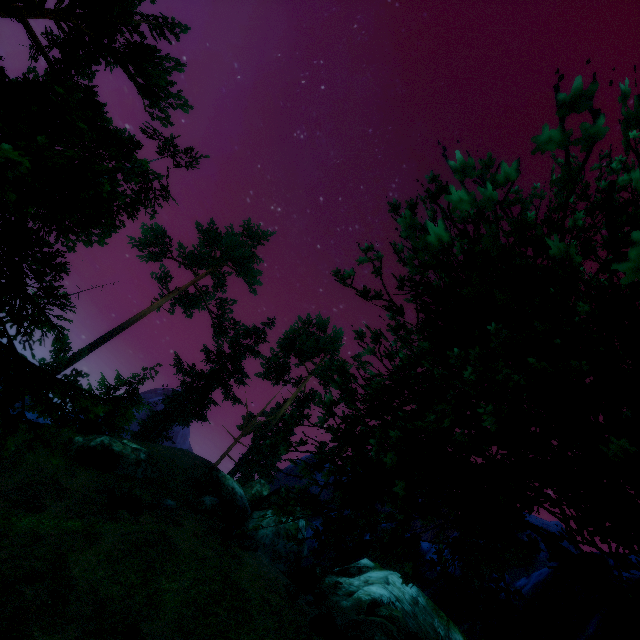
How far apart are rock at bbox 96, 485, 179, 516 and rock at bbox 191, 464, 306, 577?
8.36m

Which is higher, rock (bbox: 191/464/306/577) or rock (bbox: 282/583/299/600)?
rock (bbox: 191/464/306/577)

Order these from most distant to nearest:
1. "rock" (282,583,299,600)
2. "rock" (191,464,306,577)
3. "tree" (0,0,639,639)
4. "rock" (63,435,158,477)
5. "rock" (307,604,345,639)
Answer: "rock" (63,435,158,477) < "rock" (191,464,306,577) < "rock" (282,583,299,600) < "rock" (307,604,345,639) < "tree" (0,0,639,639)

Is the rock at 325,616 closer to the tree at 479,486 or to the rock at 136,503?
the tree at 479,486

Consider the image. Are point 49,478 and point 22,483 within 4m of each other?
yes

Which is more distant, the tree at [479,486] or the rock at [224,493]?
the rock at [224,493]

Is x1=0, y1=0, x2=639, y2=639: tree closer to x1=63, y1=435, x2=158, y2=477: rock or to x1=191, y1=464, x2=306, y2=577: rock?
x1=191, y1=464, x2=306, y2=577: rock

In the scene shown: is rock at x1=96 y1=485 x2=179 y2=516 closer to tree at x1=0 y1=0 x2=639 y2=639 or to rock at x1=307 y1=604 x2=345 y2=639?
rock at x1=307 y1=604 x2=345 y2=639
